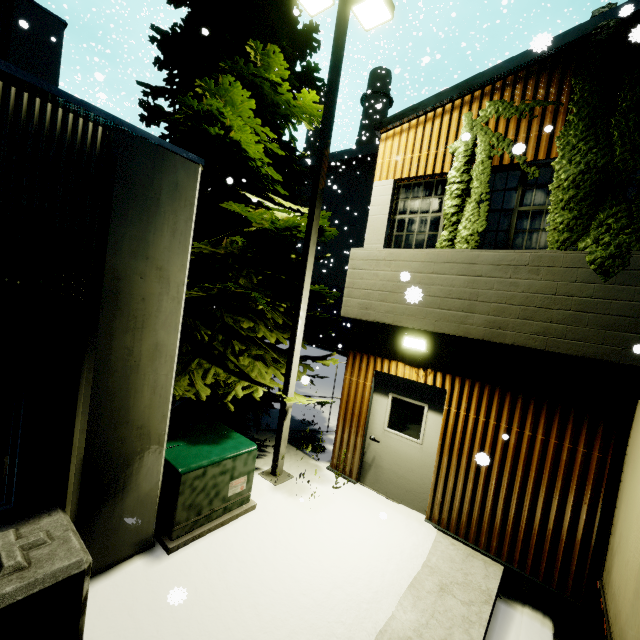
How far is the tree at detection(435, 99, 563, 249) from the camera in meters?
5.3

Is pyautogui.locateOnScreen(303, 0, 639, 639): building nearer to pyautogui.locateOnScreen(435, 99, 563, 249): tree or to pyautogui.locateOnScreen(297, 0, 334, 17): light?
pyautogui.locateOnScreen(435, 99, 563, 249): tree

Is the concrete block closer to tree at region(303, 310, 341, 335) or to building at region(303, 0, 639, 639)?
building at region(303, 0, 639, 639)

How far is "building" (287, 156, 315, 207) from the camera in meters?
27.4

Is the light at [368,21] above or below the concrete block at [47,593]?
above

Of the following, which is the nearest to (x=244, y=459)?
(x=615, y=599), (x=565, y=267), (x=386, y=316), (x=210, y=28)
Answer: (x=386, y=316)

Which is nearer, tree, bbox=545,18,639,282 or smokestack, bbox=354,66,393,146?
tree, bbox=545,18,639,282

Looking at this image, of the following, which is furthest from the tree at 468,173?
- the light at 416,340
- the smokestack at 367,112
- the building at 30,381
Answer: the light at 416,340
